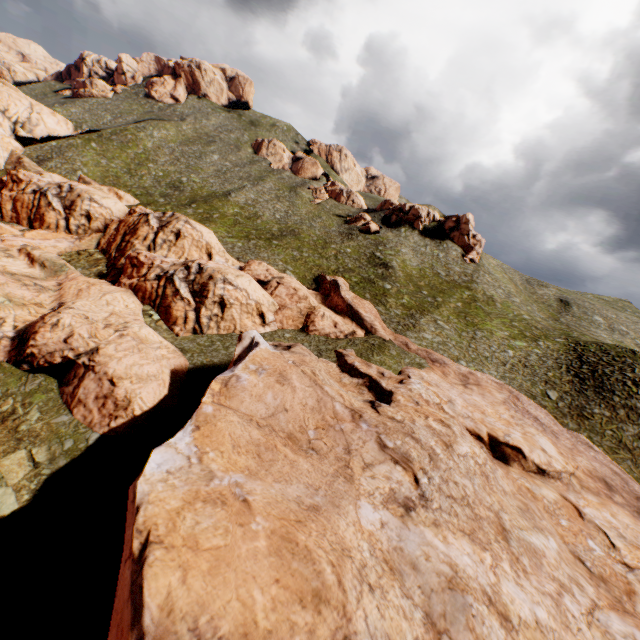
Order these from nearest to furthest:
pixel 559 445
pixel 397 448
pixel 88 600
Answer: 1. pixel 88 600
2. pixel 397 448
3. pixel 559 445
